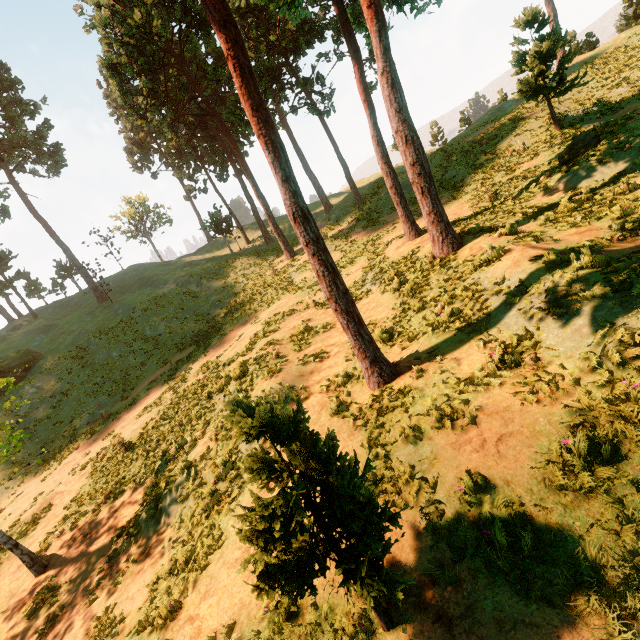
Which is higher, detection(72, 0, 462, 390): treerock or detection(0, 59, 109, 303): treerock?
detection(0, 59, 109, 303): treerock

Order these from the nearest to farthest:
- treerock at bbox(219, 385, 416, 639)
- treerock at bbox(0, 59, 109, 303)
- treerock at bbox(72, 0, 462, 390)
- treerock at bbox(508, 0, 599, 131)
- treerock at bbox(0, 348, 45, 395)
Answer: treerock at bbox(219, 385, 416, 639), treerock at bbox(72, 0, 462, 390), treerock at bbox(0, 348, 45, 395), treerock at bbox(508, 0, 599, 131), treerock at bbox(0, 59, 109, 303)

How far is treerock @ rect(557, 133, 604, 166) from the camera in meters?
13.4

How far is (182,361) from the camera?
23.7 meters

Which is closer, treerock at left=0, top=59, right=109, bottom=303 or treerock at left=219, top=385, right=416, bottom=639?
treerock at left=219, top=385, right=416, bottom=639

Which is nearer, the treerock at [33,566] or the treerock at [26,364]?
the treerock at [33,566]
